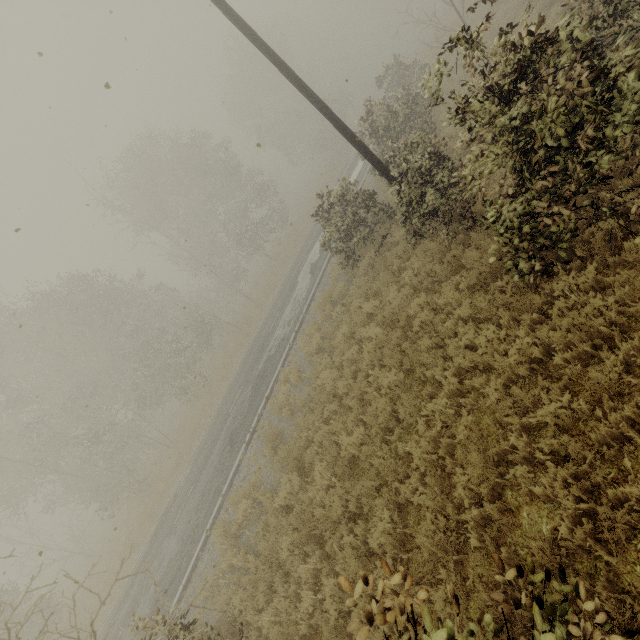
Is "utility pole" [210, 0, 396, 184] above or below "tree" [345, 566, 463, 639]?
above

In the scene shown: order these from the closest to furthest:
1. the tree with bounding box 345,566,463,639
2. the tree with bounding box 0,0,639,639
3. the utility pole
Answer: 1. the tree with bounding box 345,566,463,639
2. the tree with bounding box 0,0,639,639
3. the utility pole

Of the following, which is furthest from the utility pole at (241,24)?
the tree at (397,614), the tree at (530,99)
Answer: the tree at (397,614)

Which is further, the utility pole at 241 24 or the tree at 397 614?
the utility pole at 241 24

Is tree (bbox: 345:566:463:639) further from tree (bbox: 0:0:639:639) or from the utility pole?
tree (bbox: 0:0:639:639)

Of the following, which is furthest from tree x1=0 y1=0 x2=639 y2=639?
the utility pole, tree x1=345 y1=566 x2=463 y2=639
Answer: tree x1=345 y1=566 x2=463 y2=639

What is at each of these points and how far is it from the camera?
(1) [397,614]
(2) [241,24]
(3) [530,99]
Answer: (1) tree, 2.42m
(2) utility pole, 7.64m
(3) tree, 4.18m
